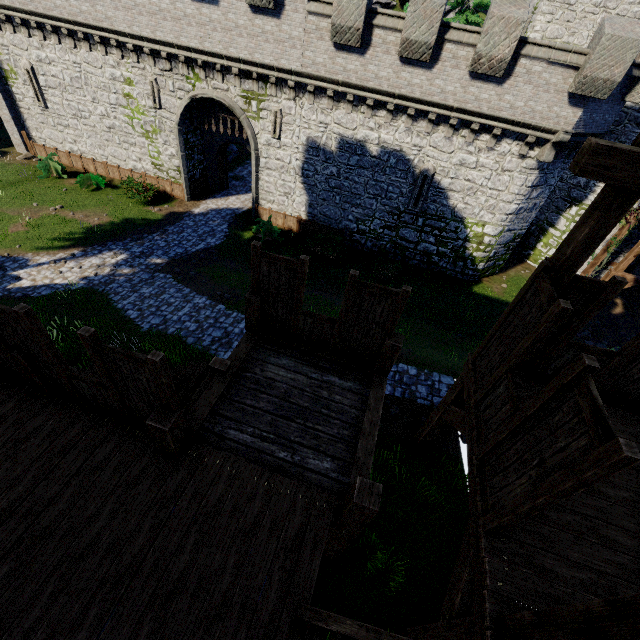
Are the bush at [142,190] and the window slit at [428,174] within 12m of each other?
no

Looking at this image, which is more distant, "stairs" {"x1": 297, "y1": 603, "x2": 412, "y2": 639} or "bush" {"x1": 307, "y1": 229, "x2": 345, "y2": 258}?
"bush" {"x1": 307, "y1": 229, "x2": 345, "y2": 258}

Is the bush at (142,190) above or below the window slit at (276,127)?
below

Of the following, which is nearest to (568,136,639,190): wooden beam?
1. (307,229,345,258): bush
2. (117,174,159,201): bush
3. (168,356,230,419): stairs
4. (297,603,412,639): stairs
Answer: (297,603,412,639): stairs

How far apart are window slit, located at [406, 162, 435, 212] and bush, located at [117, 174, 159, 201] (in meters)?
15.71

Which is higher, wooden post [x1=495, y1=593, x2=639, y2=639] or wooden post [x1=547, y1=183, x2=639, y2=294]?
wooden post [x1=547, y1=183, x2=639, y2=294]

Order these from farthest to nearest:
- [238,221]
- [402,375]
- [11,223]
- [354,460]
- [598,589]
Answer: [238,221]
[11,223]
[402,375]
[354,460]
[598,589]

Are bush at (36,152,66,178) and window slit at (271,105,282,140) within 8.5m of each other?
no
